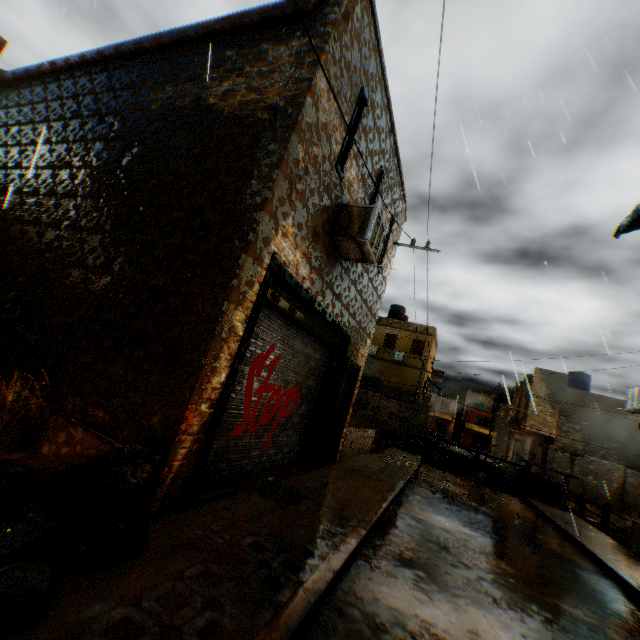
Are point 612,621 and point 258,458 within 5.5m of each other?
no

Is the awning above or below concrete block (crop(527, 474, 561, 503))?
above

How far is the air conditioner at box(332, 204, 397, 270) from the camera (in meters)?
5.96

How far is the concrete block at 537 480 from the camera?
15.46m

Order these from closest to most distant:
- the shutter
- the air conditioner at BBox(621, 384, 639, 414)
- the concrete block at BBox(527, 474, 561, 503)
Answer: the air conditioner at BBox(621, 384, 639, 414), the concrete block at BBox(527, 474, 561, 503), the shutter

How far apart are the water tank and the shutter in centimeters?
1572cm

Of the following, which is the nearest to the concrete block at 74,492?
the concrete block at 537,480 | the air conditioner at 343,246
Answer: the air conditioner at 343,246

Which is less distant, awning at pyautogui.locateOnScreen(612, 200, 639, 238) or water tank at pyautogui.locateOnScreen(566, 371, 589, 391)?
awning at pyautogui.locateOnScreen(612, 200, 639, 238)
